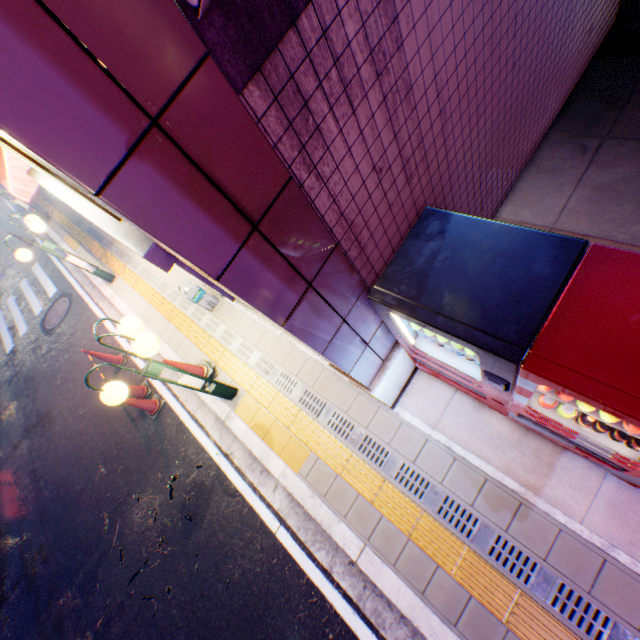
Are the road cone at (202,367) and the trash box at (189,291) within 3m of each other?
yes

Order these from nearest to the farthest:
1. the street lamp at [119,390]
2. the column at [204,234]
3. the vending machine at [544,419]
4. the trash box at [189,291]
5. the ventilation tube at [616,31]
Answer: the column at [204,234]
the vending machine at [544,419]
the street lamp at [119,390]
the ventilation tube at [616,31]
the trash box at [189,291]

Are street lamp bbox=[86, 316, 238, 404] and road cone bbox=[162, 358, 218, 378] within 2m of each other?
yes

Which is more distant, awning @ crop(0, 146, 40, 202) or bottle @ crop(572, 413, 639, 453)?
awning @ crop(0, 146, 40, 202)

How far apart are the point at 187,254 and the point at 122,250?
9.46m

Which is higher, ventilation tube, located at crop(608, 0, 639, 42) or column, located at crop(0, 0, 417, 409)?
column, located at crop(0, 0, 417, 409)

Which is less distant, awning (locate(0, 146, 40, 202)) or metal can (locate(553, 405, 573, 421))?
metal can (locate(553, 405, 573, 421))

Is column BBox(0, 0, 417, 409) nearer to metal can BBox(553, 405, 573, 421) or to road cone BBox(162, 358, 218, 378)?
metal can BBox(553, 405, 573, 421)
